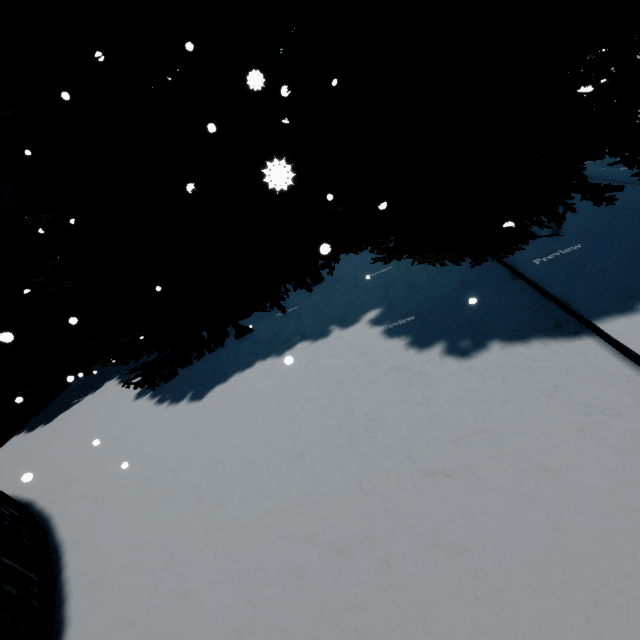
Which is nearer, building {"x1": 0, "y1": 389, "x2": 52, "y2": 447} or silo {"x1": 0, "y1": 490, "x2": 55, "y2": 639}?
silo {"x1": 0, "y1": 490, "x2": 55, "y2": 639}

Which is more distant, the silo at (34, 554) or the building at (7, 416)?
the building at (7, 416)

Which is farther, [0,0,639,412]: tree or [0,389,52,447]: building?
[0,389,52,447]: building

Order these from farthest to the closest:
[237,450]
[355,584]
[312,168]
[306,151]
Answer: [312,168] → [306,151] → [237,450] → [355,584]

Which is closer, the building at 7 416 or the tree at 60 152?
the tree at 60 152

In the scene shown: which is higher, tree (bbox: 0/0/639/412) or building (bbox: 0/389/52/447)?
tree (bbox: 0/0/639/412)

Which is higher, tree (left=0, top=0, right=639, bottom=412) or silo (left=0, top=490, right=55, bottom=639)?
tree (left=0, top=0, right=639, bottom=412)
